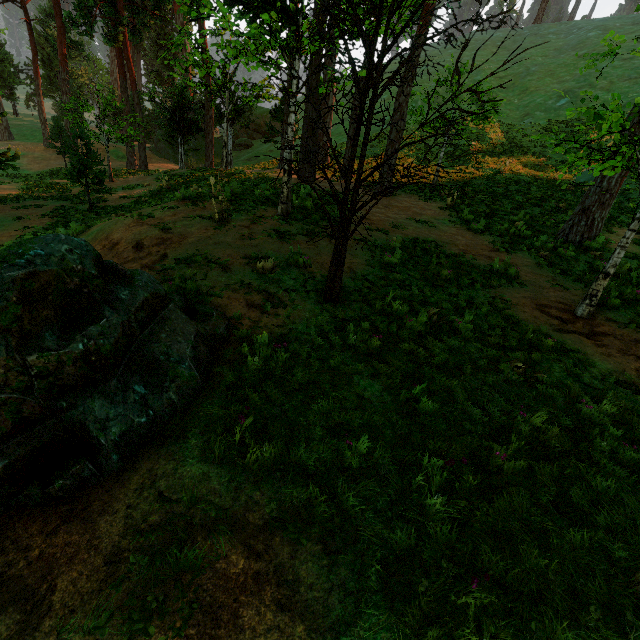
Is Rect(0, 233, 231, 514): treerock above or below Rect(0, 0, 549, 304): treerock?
below

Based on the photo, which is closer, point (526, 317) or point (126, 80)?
point (526, 317)

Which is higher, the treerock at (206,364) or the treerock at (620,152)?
the treerock at (620,152)

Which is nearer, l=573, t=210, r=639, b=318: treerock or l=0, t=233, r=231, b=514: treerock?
l=0, t=233, r=231, b=514: treerock

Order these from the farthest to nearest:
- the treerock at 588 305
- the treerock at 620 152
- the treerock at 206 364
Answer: the treerock at 588 305 < the treerock at 620 152 < the treerock at 206 364
